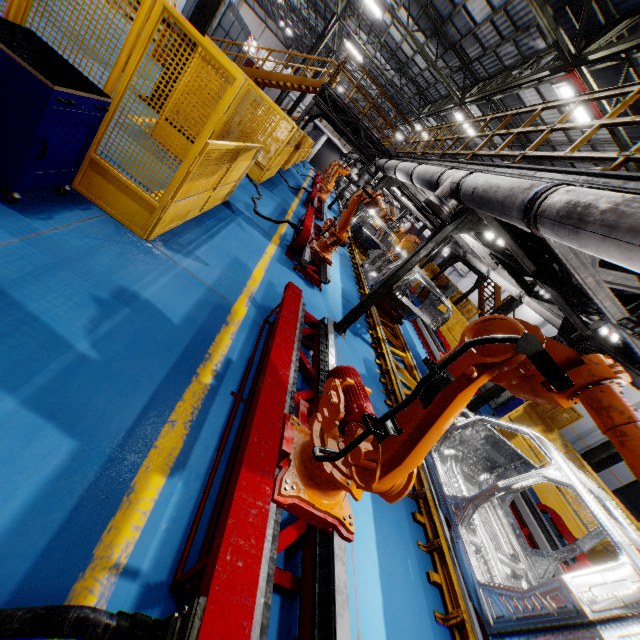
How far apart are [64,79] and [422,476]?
5.9m

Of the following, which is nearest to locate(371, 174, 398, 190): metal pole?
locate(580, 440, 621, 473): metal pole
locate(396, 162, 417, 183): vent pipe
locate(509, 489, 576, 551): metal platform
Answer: locate(396, 162, 417, 183): vent pipe

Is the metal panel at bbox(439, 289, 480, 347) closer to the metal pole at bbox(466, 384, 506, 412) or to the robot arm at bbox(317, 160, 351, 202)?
the robot arm at bbox(317, 160, 351, 202)

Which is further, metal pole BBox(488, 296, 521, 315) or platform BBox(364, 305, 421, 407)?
metal pole BBox(488, 296, 521, 315)

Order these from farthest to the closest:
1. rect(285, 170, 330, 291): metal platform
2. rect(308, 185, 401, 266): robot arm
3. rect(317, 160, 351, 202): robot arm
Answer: rect(317, 160, 351, 202): robot arm < rect(285, 170, 330, 291): metal platform < rect(308, 185, 401, 266): robot arm

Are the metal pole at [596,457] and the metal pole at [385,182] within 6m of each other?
no

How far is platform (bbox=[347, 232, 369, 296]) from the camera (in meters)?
10.79

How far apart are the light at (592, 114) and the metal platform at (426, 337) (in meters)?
7.47
